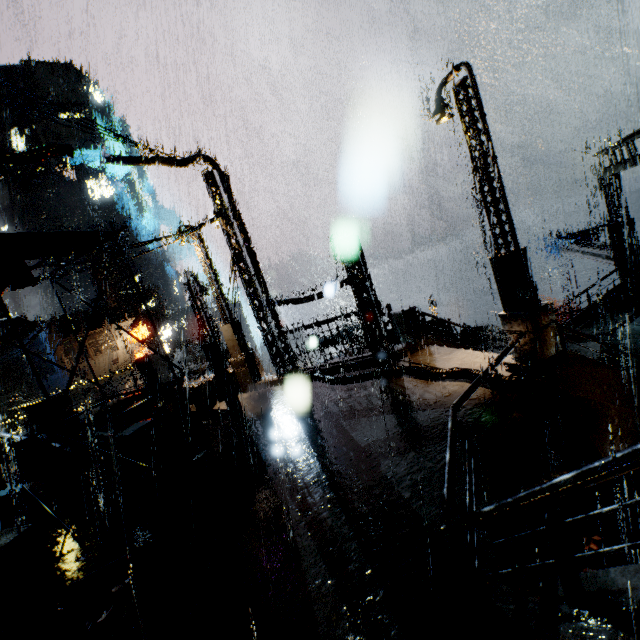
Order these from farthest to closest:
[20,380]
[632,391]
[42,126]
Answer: [42,126] < [20,380] < [632,391]

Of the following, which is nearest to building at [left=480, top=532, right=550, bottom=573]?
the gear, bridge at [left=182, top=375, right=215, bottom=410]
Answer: bridge at [left=182, top=375, right=215, bottom=410]

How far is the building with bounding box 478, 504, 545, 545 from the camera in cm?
432

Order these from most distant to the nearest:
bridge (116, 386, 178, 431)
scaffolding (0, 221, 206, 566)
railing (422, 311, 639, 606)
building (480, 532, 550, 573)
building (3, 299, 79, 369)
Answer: building (3, 299, 79, 369) < bridge (116, 386, 178, 431) < scaffolding (0, 221, 206, 566) < building (480, 532, 550, 573) < railing (422, 311, 639, 606)

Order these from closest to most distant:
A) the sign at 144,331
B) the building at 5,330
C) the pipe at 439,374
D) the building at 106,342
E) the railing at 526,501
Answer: the railing at 526,501 → the pipe at 439,374 → the building at 106,342 → the sign at 144,331 → the building at 5,330

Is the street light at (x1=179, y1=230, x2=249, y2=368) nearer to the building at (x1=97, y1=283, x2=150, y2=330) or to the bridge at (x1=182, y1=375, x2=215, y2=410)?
the bridge at (x1=182, y1=375, x2=215, y2=410)

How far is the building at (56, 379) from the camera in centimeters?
3259cm

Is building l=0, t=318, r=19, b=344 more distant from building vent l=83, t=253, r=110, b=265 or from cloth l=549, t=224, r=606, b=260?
cloth l=549, t=224, r=606, b=260
